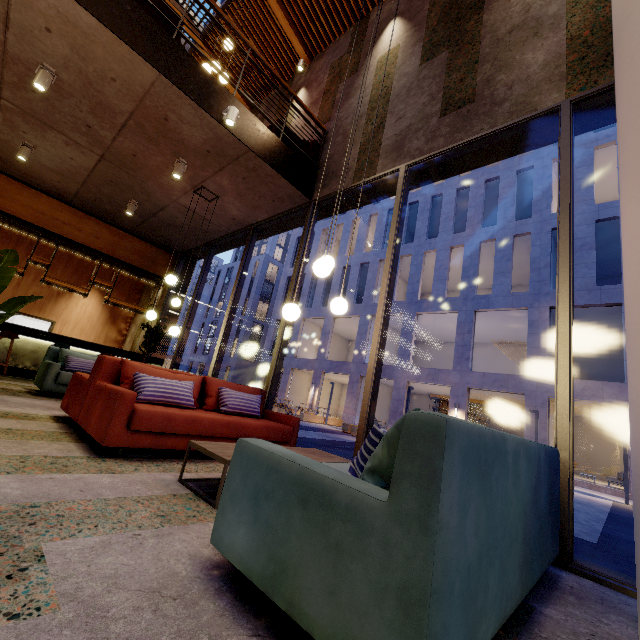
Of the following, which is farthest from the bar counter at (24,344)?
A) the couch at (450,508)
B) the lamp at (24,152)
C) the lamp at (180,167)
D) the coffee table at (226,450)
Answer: the couch at (450,508)

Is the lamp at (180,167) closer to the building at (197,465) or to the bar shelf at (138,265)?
the building at (197,465)

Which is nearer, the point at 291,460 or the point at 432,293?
the point at 291,460

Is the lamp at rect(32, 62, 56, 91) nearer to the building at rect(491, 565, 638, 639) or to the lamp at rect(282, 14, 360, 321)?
the building at rect(491, 565, 638, 639)

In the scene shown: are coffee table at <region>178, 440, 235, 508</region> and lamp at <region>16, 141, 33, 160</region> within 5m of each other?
no

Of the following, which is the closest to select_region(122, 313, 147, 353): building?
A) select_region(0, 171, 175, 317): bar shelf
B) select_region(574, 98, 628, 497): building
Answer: select_region(0, 171, 175, 317): bar shelf

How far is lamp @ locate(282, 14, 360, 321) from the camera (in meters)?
3.26
